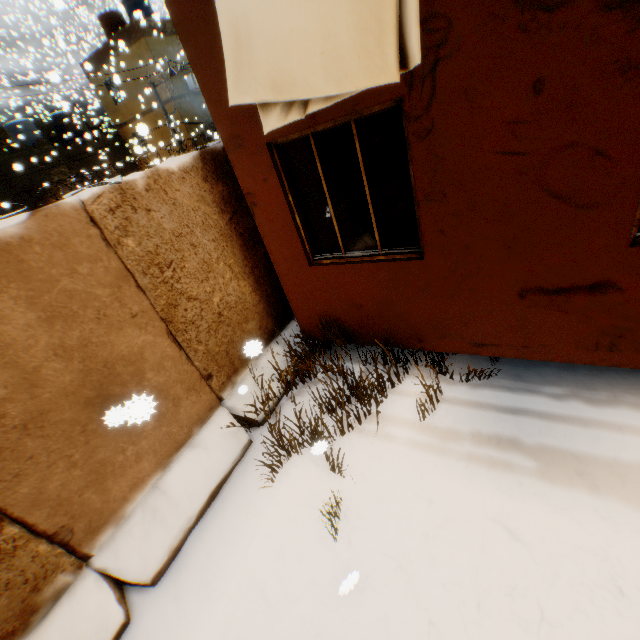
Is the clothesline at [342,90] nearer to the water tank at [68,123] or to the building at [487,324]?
the building at [487,324]

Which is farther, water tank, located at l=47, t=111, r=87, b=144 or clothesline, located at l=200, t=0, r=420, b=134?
water tank, located at l=47, t=111, r=87, b=144

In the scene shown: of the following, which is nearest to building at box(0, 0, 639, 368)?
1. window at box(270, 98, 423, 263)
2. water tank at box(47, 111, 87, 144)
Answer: window at box(270, 98, 423, 263)

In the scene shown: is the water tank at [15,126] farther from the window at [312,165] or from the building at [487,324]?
the building at [487,324]

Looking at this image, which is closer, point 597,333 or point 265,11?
point 265,11

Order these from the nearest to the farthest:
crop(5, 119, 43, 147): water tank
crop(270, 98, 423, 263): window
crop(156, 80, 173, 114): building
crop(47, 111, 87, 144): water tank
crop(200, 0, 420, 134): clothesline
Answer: crop(200, 0, 420, 134): clothesline
crop(270, 98, 423, 263): window
crop(156, 80, 173, 114): building
crop(5, 119, 43, 147): water tank
crop(47, 111, 87, 144): water tank

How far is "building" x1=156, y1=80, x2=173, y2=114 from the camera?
20.2m

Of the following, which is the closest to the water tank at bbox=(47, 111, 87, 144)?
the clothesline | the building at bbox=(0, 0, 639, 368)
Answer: the clothesline
